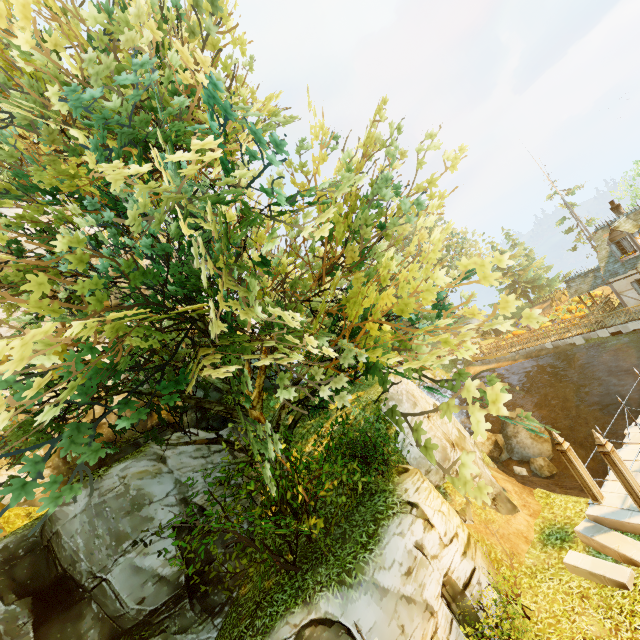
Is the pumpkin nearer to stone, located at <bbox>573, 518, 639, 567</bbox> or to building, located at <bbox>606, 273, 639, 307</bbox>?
building, located at <bbox>606, 273, 639, 307</bbox>

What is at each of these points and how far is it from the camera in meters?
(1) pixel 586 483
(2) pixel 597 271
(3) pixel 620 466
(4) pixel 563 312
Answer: (1) pillar, 11.1
(2) building, 26.9
(3) pillar, 9.9
(4) pumpkin, 34.1

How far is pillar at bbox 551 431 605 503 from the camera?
11.0m

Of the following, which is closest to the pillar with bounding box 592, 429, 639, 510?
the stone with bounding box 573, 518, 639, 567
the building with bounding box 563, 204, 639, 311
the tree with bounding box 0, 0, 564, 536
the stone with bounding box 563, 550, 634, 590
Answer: the stone with bounding box 573, 518, 639, 567

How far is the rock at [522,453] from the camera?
19.84m

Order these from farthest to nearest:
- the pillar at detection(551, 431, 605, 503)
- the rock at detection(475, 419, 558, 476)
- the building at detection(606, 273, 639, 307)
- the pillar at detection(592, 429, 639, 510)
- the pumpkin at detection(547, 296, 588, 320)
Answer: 1. the pumpkin at detection(547, 296, 588, 320)
2. the building at detection(606, 273, 639, 307)
3. the rock at detection(475, 419, 558, 476)
4. the pillar at detection(551, 431, 605, 503)
5. the pillar at detection(592, 429, 639, 510)

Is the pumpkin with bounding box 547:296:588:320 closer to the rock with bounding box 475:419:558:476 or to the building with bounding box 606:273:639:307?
the building with bounding box 606:273:639:307

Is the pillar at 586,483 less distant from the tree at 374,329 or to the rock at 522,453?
the tree at 374,329
